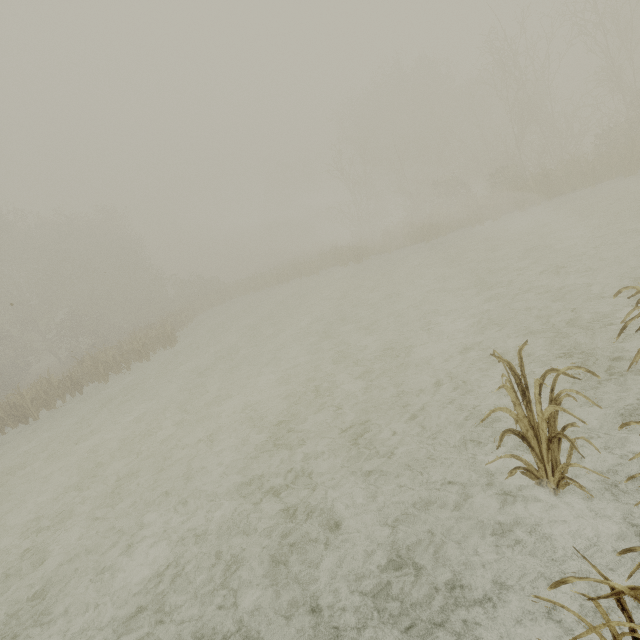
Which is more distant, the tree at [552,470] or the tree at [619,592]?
the tree at [552,470]

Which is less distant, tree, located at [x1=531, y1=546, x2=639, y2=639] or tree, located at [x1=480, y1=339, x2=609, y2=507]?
tree, located at [x1=531, y1=546, x2=639, y2=639]

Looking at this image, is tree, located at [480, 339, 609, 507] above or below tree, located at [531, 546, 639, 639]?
below

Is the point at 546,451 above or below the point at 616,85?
below

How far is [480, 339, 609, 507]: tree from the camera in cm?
279

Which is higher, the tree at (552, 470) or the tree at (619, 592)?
the tree at (619, 592)
